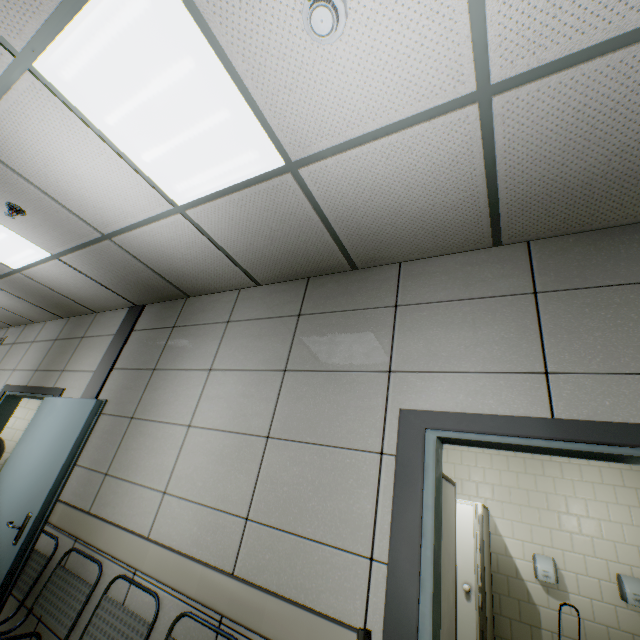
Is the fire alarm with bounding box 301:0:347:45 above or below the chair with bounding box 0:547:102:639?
above

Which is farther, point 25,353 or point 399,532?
point 25,353

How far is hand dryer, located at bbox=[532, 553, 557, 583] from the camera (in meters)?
4.52

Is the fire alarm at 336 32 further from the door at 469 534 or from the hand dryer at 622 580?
the hand dryer at 622 580

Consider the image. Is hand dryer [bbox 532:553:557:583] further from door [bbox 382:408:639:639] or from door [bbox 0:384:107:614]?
door [bbox 0:384:107:614]

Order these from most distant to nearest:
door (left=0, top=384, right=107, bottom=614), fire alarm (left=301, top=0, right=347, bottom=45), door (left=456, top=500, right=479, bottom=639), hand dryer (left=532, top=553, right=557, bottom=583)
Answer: hand dryer (left=532, top=553, right=557, bottom=583)
door (left=456, top=500, right=479, bottom=639)
door (left=0, top=384, right=107, bottom=614)
fire alarm (left=301, top=0, right=347, bottom=45)

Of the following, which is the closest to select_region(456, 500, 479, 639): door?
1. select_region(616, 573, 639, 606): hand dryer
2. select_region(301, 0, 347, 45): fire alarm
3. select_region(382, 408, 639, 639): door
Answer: select_region(616, 573, 639, 606): hand dryer

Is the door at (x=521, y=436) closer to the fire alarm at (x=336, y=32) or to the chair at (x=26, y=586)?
the chair at (x=26, y=586)
